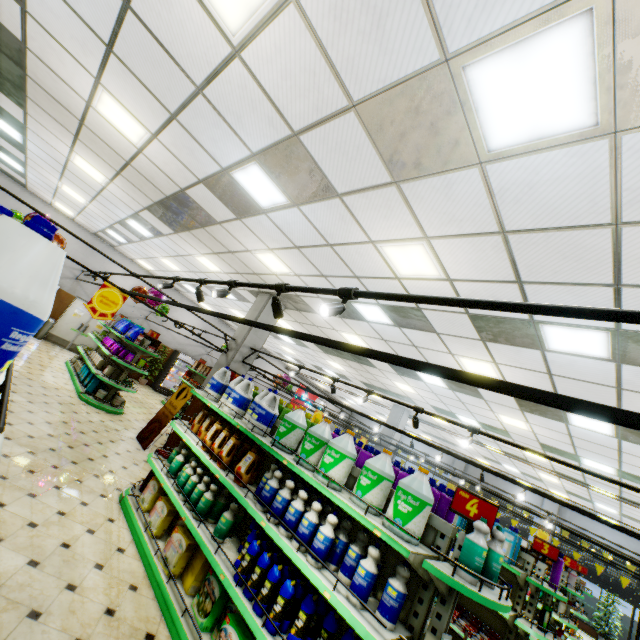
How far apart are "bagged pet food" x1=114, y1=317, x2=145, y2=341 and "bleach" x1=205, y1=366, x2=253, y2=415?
6.65m

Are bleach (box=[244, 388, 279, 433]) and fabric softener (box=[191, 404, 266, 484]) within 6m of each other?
yes

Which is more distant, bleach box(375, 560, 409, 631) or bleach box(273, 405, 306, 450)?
bleach box(273, 405, 306, 450)

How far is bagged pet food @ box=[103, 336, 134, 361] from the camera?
9.3m

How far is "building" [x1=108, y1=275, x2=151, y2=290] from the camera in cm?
1542

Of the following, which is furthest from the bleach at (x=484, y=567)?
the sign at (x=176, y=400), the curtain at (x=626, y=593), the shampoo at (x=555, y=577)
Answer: the curtain at (x=626, y=593)

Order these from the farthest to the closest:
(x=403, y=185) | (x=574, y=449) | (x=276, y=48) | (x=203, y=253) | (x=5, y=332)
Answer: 1. (x=203, y=253)
2. (x=574, y=449)
3. (x=403, y=185)
4. (x=276, y=48)
5. (x=5, y=332)

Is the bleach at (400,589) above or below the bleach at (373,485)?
below
